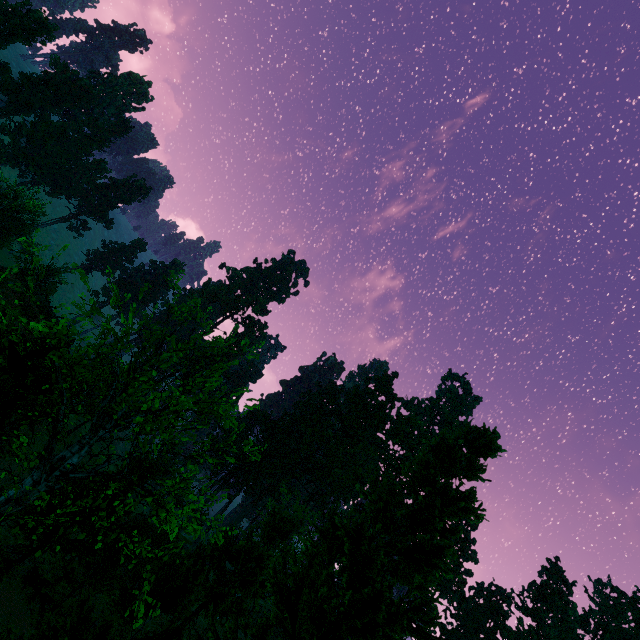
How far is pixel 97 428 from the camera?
11.5m

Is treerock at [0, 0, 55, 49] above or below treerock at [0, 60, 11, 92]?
above

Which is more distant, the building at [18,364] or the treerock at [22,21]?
the treerock at [22,21]

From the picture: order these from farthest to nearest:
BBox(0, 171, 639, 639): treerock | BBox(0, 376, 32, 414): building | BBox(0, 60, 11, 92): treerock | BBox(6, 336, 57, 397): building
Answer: BBox(0, 60, 11, 92): treerock
BBox(6, 336, 57, 397): building
BBox(0, 376, 32, 414): building
BBox(0, 171, 639, 639): treerock

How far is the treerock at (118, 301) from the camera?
8.98m

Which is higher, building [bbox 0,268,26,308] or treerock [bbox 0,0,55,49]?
treerock [bbox 0,0,55,49]

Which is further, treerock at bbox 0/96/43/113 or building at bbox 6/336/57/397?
treerock at bbox 0/96/43/113
